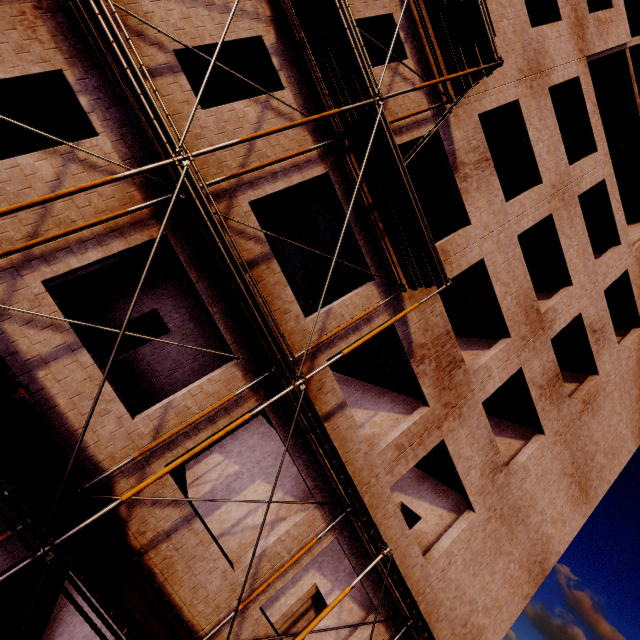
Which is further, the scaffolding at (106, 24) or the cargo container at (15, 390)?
the scaffolding at (106, 24)

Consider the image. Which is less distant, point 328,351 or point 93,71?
point 93,71

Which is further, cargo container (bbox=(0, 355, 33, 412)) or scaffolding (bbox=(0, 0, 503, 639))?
scaffolding (bbox=(0, 0, 503, 639))
